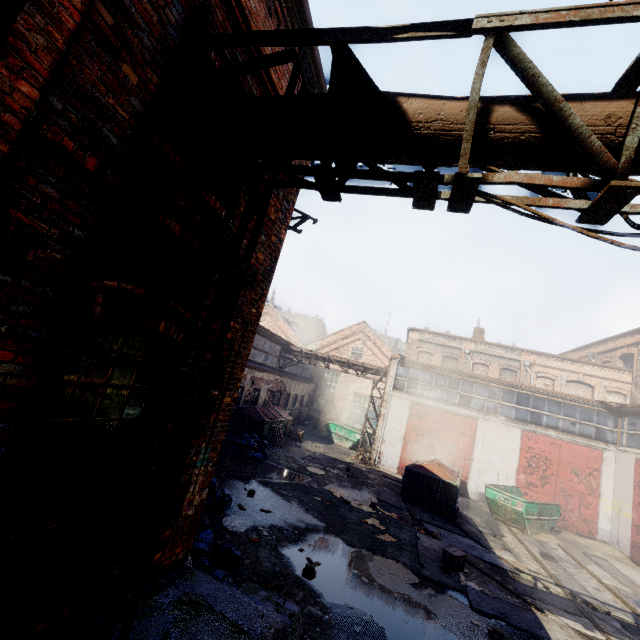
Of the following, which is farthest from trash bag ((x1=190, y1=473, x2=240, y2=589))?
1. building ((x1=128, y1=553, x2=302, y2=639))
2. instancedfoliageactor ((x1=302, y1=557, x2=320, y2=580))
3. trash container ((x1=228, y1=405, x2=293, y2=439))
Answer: trash container ((x1=228, y1=405, x2=293, y2=439))

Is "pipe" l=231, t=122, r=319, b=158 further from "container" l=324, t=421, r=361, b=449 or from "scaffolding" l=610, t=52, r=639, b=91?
"container" l=324, t=421, r=361, b=449

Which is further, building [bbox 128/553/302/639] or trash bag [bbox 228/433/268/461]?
trash bag [bbox 228/433/268/461]

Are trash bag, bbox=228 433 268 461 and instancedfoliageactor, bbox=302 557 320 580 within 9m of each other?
yes

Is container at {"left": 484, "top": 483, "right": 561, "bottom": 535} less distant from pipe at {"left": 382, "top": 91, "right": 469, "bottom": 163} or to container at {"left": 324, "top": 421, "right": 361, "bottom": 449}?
container at {"left": 324, "top": 421, "right": 361, "bottom": 449}

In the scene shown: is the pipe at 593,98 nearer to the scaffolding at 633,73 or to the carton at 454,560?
the scaffolding at 633,73

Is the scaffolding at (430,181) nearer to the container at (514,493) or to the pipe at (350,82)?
the pipe at (350,82)

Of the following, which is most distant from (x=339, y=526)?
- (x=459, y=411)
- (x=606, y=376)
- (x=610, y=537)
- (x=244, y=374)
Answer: (x=606, y=376)
